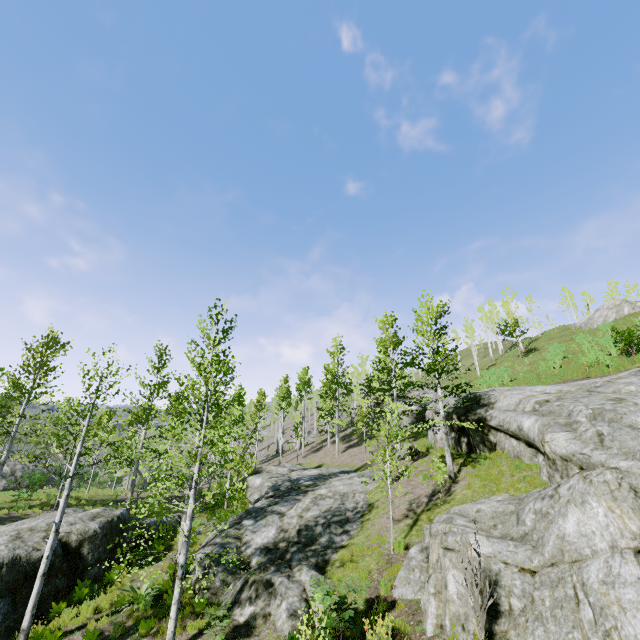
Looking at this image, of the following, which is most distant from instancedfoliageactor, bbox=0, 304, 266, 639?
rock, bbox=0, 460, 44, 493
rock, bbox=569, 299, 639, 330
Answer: rock, bbox=569, 299, 639, 330

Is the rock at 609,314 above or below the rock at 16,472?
above

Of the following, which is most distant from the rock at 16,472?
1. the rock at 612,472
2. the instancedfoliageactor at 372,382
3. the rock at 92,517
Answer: the rock at 612,472

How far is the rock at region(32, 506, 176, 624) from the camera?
11.24m

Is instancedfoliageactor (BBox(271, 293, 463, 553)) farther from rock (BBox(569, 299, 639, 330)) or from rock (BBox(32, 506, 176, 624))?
rock (BBox(569, 299, 639, 330))

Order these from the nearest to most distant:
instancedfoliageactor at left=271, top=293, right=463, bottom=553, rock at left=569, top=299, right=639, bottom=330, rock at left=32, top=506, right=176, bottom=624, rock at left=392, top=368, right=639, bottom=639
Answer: rock at left=392, top=368, right=639, bottom=639 < rock at left=32, top=506, right=176, bottom=624 < instancedfoliageactor at left=271, top=293, right=463, bottom=553 < rock at left=569, top=299, right=639, bottom=330

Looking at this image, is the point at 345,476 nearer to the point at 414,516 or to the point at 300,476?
the point at 300,476

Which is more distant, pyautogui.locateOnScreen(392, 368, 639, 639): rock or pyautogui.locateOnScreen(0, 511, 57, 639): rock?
pyautogui.locateOnScreen(0, 511, 57, 639): rock
